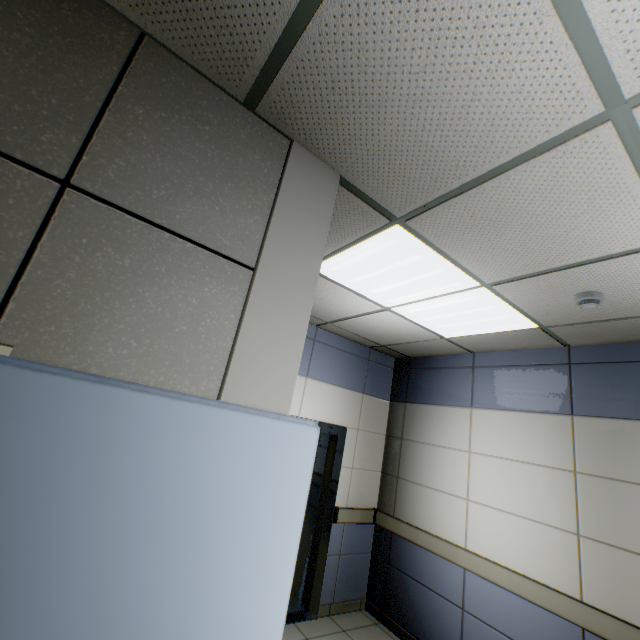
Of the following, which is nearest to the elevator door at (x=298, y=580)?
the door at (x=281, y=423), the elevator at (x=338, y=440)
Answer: the elevator at (x=338, y=440)

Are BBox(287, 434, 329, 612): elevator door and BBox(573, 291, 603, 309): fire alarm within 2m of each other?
no

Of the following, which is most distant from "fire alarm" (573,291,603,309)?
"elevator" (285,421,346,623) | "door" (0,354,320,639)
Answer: "elevator" (285,421,346,623)

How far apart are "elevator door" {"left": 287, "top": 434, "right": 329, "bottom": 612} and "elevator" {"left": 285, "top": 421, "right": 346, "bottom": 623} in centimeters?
1cm

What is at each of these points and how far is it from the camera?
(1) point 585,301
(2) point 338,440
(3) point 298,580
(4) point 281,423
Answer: (1) fire alarm, 2.25m
(2) elevator, 4.20m
(3) elevator door, 3.75m
(4) door, 1.09m

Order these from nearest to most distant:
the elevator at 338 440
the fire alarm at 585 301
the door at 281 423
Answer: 1. the door at 281 423
2. the fire alarm at 585 301
3. the elevator at 338 440

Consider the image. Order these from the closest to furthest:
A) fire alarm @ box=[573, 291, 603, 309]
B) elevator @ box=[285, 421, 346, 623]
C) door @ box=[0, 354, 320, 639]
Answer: door @ box=[0, 354, 320, 639]
fire alarm @ box=[573, 291, 603, 309]
elevator @ box=[285, 421, 346, 623]

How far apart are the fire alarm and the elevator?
2.91m
